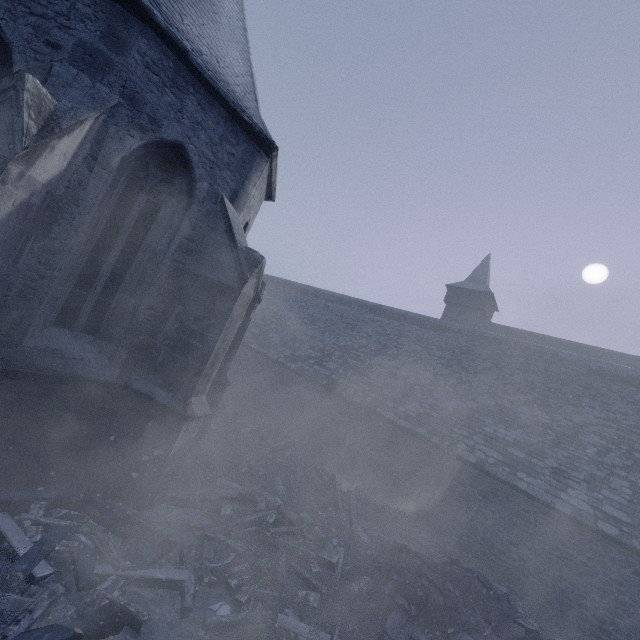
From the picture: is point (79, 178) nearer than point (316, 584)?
Yes

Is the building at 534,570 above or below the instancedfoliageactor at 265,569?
above

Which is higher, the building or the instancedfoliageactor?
the building
